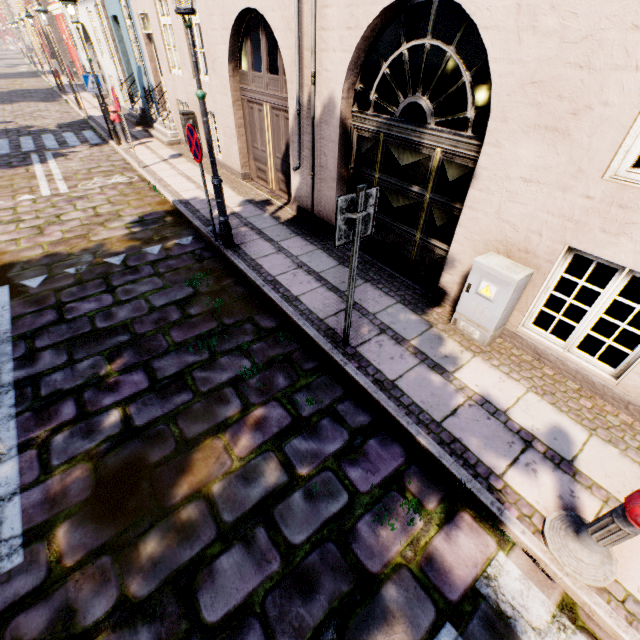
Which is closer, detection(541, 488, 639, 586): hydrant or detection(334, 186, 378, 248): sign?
detection(541, 488, 639, 586): hydrant

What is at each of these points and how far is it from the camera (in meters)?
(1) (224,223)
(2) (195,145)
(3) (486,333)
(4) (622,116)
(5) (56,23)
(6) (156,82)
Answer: (1) street light, 5.63
(2) sign, 4.98
(3) electrical box, 4.02
(4) building, 2.63
(5) building, 25.97
(6) building, 11.50

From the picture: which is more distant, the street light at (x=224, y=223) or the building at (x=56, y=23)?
the building at (x=56, y=23)

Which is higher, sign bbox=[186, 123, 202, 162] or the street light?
sign bbox=[186, 123, 202, 162]

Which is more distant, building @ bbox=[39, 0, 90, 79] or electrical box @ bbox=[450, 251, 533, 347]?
building @ bbox=[39, 0, 90, 79]

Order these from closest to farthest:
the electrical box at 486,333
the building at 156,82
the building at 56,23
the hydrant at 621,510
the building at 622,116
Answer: the hydrant at 621,510 < the building at 622,116 < the electrical box at 486,333 < the building at 156,82 < the building at 56,23

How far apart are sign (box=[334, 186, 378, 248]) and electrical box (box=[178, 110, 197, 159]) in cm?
912

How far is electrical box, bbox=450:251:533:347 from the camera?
3.57m
